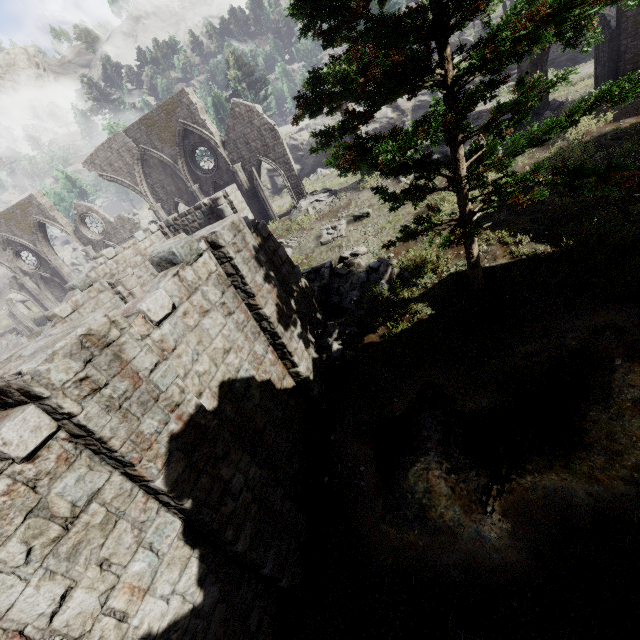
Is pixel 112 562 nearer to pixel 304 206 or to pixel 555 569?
pixel 555 569

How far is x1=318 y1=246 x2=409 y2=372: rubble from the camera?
11.1m

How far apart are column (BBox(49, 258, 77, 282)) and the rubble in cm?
2670

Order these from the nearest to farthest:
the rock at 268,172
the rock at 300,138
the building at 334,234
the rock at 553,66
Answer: the building at 334,234 → the rock at 553,66 → the rock at 300,138 → the rock at 268,172

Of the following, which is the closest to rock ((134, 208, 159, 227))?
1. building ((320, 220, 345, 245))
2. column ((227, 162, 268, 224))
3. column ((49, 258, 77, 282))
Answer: building ((320, 220, 345, 245))

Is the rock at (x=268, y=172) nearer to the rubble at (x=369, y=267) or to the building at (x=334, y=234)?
the building at (x=334, y=234)

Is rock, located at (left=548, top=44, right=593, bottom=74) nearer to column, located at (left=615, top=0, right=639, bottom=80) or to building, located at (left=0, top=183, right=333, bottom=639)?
building, located at (left=0, top=183, right=333, bottom=639)
